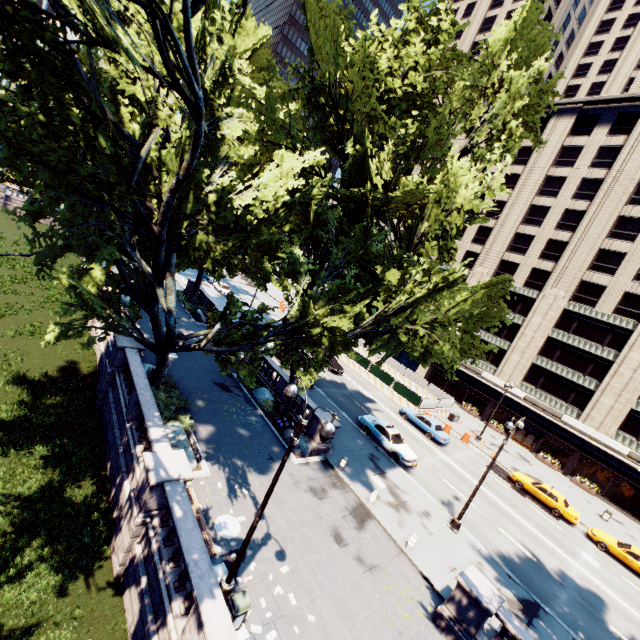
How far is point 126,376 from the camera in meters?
17.4 m

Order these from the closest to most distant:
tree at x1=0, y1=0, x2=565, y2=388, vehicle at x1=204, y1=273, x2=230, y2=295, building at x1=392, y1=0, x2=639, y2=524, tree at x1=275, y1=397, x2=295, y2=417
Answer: tree at x1=0, y1=0, x2=565, y2=388 < tree at x1=275, y1=397, x2=295, y2=417 < building at x1=392, y1=0, x2=639, y2=524 < vehicle at x1=204, y1=273, x2=230, y2=295

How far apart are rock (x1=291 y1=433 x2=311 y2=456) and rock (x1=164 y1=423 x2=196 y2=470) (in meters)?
5.70

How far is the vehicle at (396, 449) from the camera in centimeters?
2300cm

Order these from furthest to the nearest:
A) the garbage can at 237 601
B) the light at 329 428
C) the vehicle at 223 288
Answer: the vehicle at 223 288 < the garbage can at 237 601 < the light at 329 428

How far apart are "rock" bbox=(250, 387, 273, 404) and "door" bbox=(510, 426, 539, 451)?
34.4m

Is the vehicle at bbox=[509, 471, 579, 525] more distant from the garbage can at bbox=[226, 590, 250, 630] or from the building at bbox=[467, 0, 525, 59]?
the garbage can at bbox=[226, 590, 250, 630]

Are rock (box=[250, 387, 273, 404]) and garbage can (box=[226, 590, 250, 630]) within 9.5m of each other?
no
